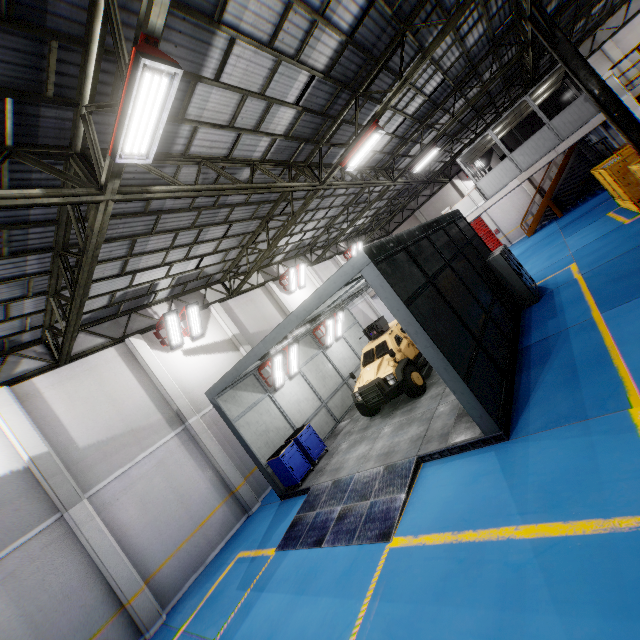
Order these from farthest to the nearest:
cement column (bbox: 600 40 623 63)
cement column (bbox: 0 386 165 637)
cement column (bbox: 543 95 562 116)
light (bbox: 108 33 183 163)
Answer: cement column (bbox: 543 95 562 116), cement column (bbox: 600 40 623 63), cement column (bbox: 0 386 165 637), light (bbox: 108 33 183 163)

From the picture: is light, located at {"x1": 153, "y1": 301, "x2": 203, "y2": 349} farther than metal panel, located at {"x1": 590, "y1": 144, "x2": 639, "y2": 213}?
Yes

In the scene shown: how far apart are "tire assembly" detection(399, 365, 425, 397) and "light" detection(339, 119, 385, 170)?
6.9 meters

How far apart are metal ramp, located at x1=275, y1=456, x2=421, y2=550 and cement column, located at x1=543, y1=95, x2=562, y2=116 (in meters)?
29.43

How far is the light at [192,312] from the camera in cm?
1266

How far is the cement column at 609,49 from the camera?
21.6m

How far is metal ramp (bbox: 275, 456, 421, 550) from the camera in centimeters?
627cm

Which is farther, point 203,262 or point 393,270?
point 203,262
